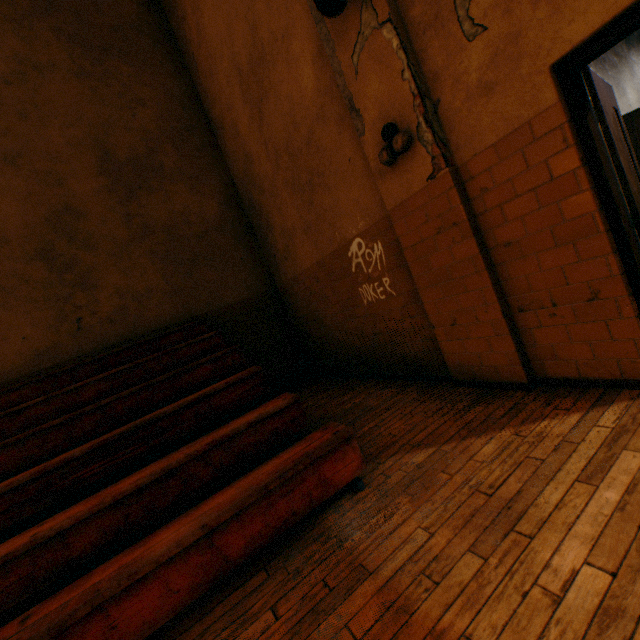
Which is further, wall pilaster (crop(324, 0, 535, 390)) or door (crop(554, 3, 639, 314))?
wall pilaster (crop(324, 0, 535, 390))

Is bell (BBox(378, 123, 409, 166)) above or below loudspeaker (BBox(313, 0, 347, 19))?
below

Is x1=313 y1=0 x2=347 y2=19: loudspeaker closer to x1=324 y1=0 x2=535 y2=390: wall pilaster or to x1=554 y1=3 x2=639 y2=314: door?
x1=324 y1=0 x2=535 y2=390: wall pilaster

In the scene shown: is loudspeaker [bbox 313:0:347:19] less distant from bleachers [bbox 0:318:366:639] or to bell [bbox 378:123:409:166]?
bell [bbox 378:123:409:166]

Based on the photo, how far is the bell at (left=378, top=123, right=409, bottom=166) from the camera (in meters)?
2.79

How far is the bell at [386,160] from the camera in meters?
2.8

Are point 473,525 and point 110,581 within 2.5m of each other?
yes

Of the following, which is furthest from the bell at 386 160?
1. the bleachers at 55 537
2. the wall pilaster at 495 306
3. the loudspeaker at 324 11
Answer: the bleachers at 55 537
